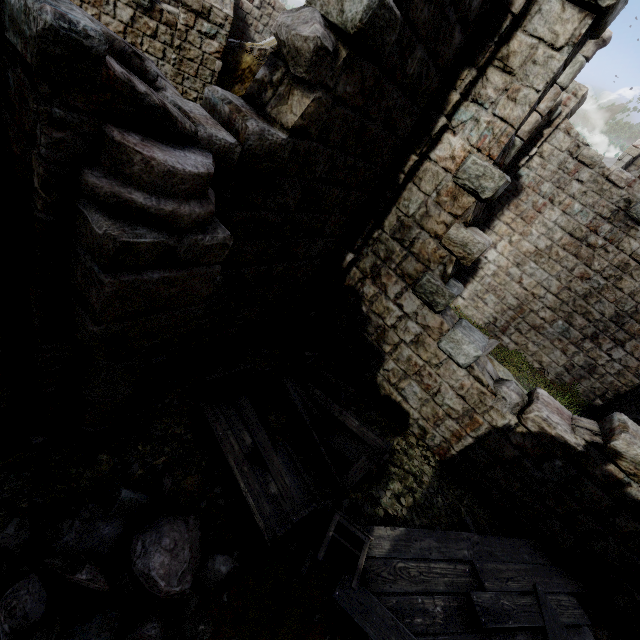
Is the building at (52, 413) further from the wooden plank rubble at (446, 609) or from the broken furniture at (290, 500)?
the broken furniture at (290, 500)

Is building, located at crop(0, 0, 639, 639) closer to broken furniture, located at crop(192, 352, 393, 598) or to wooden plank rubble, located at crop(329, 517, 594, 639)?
wooden plank rubble, located at crop(329, 517, 594, 639)

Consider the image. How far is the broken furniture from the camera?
4.1m

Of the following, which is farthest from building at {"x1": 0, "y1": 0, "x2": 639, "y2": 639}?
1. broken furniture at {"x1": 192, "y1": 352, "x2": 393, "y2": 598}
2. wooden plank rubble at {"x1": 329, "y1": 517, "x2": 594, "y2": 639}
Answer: Result: broken furniture at {"x1": 192, "y1": 352, "x2": 393, "y2": 598}

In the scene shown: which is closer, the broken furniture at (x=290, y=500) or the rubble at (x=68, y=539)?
the rubble at (x=68, y=539)

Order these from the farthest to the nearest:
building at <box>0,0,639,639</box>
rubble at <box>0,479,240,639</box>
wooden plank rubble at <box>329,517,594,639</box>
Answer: wooden plank rubble at <box>329,517,594,639</box>, rubble at <box>0,479,240,639</box>, building at <box>0,0,639,639</box>

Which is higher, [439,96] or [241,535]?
[439,96]
